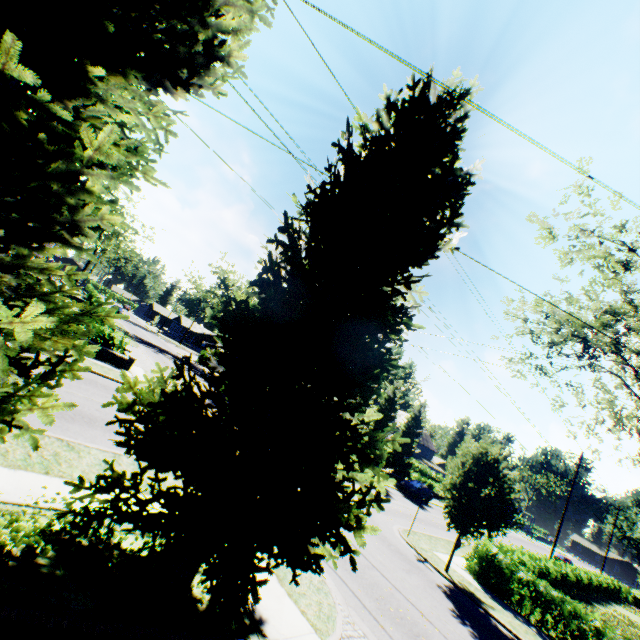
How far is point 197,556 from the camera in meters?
4.9 m

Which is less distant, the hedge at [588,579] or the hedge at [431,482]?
the hedge at [588,579]

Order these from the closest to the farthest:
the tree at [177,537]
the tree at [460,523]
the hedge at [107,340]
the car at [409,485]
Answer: Result:
1. the tree at [177,537]
2. the tree at [460,523]
3. the hedge at [107,340]
4. the car at [409,485]

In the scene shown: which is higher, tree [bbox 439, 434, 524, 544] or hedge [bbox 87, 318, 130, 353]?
tree [bbox 439, 434, 524, 544]

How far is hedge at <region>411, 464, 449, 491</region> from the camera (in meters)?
43.44

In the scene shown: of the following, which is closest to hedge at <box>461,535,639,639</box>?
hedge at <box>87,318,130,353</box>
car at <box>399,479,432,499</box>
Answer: car at <box>399,479,432,499</box>

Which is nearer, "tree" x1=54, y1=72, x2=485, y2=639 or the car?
"tree" x1=54, y1=72, x2=485, y2=639

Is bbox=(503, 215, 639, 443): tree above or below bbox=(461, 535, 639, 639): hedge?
above
